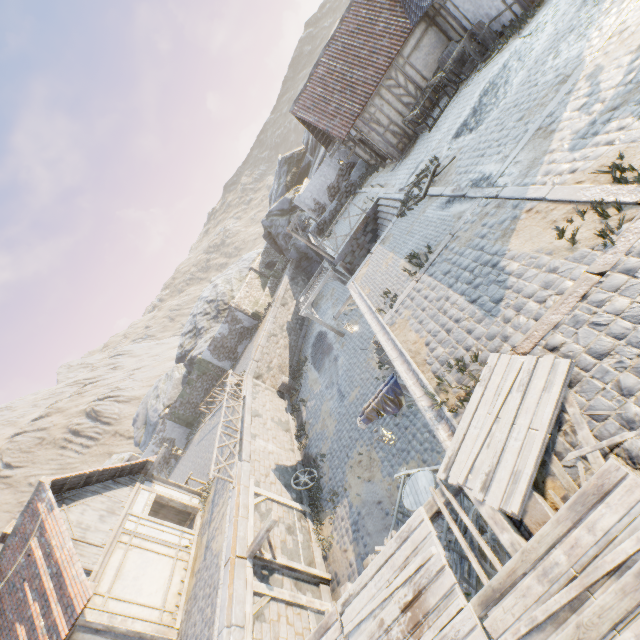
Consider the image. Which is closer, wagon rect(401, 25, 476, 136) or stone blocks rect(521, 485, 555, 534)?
stone blocks rect(521, 485, 555, 534)

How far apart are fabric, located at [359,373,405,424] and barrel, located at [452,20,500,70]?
13.5m

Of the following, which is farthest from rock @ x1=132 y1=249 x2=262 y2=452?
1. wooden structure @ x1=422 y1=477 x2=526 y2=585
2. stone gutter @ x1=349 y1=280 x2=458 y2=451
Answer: stone gutter @ x1=349 y1=280 x2=458 y2=451

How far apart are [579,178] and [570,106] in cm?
251

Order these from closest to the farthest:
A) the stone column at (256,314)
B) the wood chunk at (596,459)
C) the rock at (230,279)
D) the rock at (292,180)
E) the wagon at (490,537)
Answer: the wood chunk at (596,459) → the wagon at (490,537) → the stone column at (256,314) → the rock at (292,180) → the rock at (230,279)

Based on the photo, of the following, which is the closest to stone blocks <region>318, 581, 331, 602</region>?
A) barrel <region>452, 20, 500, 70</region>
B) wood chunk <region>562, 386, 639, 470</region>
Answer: wood chunk <region>562, 386, 639, 470</region>

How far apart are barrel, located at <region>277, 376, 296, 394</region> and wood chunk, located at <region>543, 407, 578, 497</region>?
19.1 meters

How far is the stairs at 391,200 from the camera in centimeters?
1385cm
